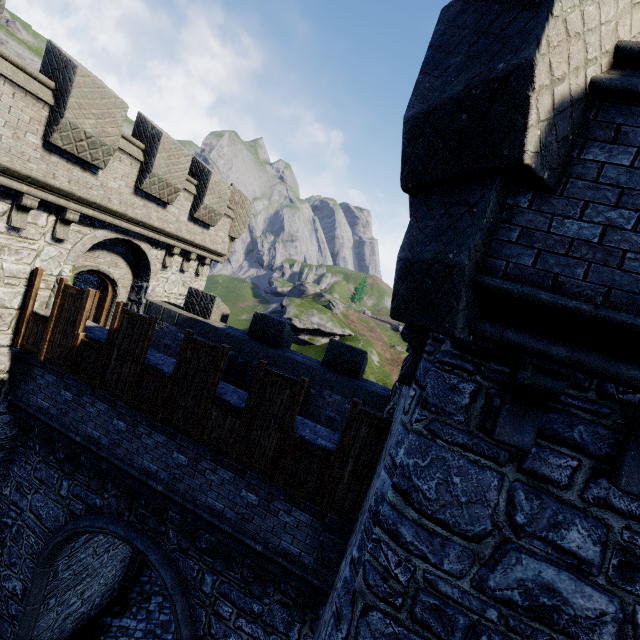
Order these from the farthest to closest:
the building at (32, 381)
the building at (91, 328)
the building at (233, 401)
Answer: the building at (91, 328), the building at (233, 401), the building at (32, 381)

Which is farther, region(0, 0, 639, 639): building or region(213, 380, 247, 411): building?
region(213, 380, 247, 411): building

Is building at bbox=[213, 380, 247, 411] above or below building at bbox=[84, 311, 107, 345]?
below

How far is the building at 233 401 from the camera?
7.05m

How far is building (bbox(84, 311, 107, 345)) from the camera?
8.16m

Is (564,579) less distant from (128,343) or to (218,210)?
(128,343)

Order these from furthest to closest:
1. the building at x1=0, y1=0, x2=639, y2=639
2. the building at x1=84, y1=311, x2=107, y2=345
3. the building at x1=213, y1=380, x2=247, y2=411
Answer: the building at x1=84, y1=311, x2=107, y2=345 → the building at x1=213, y1=380, x2=247, y2=411 → the building at x1=0, y1=0, x2=639, y2=639
